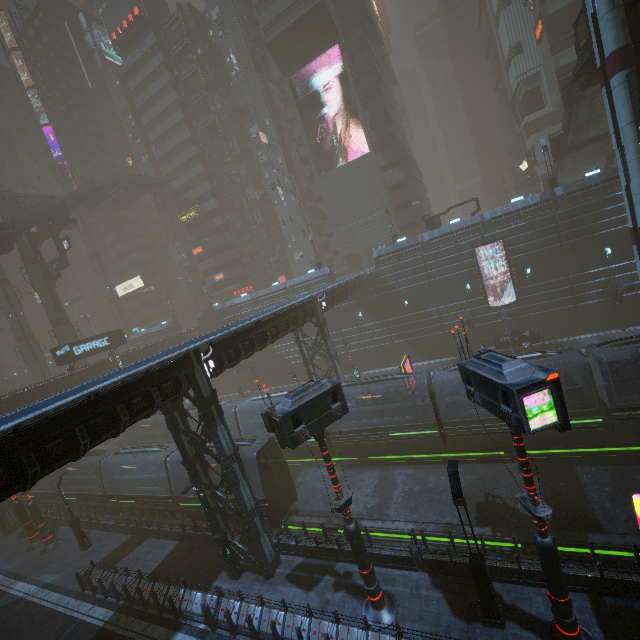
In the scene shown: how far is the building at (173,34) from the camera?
52.6 meters

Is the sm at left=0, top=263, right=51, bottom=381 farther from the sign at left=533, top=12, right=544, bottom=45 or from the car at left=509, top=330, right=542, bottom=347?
the sign at left=533, top=12, right=544, bottom=45

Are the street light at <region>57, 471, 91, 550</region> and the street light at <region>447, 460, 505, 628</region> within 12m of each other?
no

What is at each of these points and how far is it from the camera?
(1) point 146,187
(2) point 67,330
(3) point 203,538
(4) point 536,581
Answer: (1) bridge, 56.2 meters
(2) sm, 45.1 meters
(3) building, 19.5 meters
(4) building, 11.7 meters

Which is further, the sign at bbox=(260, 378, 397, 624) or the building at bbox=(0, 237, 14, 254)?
the building at bbox=(0, 237, 14, 254)

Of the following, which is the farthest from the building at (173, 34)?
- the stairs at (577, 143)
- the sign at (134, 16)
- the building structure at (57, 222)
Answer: the building structure at (57, 222)

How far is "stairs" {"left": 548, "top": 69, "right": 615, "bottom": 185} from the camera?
25.58m

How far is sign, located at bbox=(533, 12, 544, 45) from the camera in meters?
37.8
